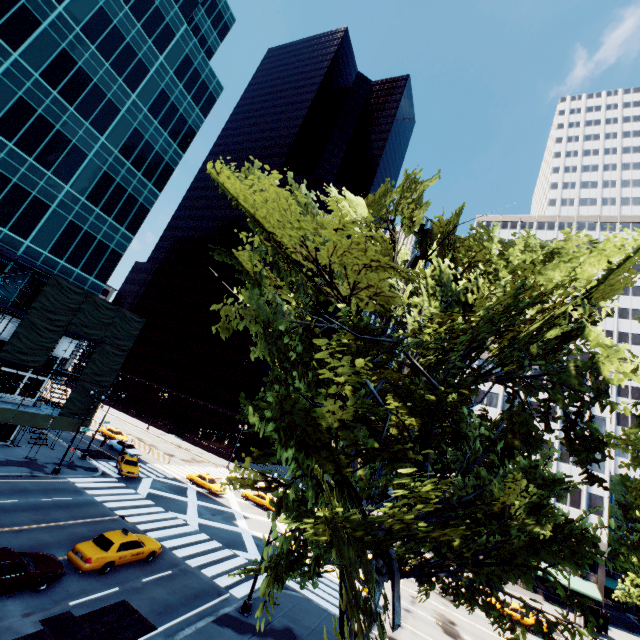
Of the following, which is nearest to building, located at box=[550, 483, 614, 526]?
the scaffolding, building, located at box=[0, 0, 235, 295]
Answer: the scaffolding

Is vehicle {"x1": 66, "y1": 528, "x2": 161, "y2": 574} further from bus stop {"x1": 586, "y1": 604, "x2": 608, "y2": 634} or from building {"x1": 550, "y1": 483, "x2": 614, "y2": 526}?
bus stop {"x1": 586, "y1": 604, "x2": 608, "y2": 634}

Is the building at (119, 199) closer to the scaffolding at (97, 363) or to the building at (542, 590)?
the scaffolding at (97, 363)

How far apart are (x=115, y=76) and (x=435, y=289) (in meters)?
41.79

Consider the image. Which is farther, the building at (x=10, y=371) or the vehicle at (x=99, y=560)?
the building at (x=10, y=371)

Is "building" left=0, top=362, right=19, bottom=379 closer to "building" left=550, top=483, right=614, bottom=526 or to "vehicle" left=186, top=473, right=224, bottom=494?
"vehicle" left=186, top=473, right=224, bottom=494

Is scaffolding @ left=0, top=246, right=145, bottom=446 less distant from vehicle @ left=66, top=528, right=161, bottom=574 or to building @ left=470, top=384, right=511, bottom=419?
vehicle @ left=66, top=528, right=161, bottom=574

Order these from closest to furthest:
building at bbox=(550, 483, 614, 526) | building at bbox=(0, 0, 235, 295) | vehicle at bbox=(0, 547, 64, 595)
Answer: vehicle at bbox=(0, 547, 64, 595) < building at bbox=(0, 0, 235, 295) < building at bbox=(550, 483, 614, 526)
